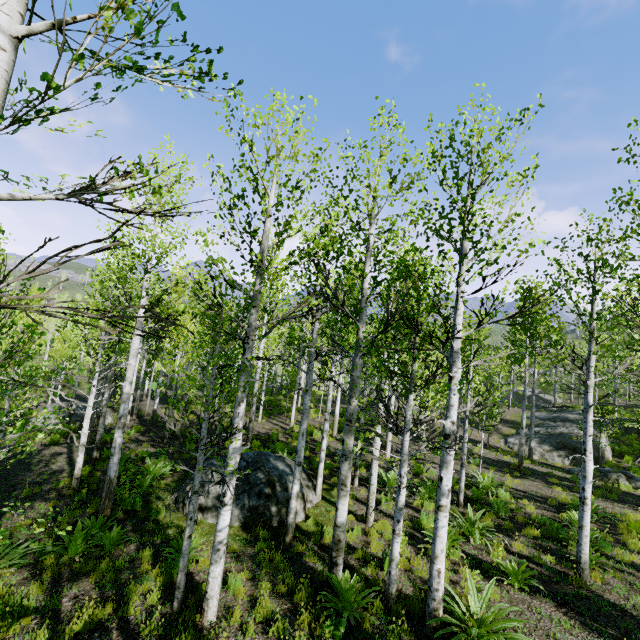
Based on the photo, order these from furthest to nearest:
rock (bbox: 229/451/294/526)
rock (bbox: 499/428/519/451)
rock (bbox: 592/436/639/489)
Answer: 1. rock (bbox: 499/428/519/451)
2. rock (bbox: 592/436/639/489)
3. rock (bbox: 229/451/294/526)

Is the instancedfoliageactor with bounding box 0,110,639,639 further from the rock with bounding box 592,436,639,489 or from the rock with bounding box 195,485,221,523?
the rock with bounding box 592,436,639,489

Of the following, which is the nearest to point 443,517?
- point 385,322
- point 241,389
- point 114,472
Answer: point 385,322

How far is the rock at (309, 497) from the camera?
9.5 meters

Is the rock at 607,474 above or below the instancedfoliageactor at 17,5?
below

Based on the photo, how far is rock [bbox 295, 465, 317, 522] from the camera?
9.5m

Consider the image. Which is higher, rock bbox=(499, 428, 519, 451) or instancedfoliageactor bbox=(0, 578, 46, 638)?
rock bbox=(499, 428, 519, 451)

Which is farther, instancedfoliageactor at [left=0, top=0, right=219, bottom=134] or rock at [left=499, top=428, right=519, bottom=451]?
rock at [left=499, top=428, right=519, bottom=451]
